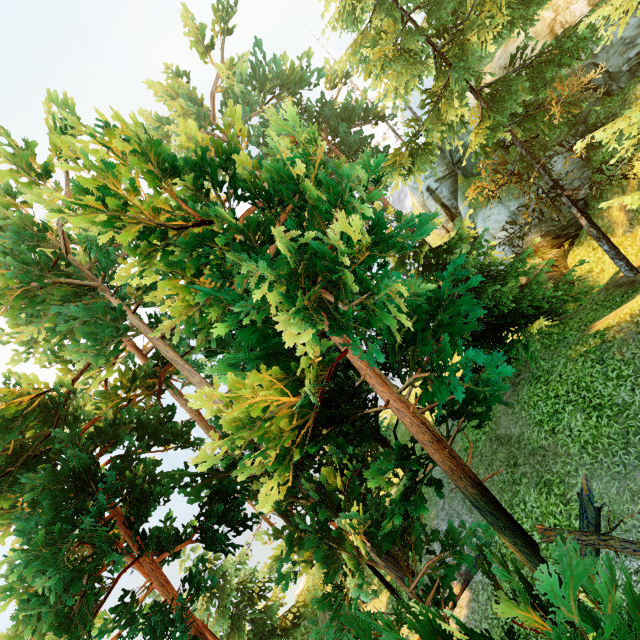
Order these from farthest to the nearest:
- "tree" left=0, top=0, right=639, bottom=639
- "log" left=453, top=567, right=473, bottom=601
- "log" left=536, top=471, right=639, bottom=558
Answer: "log" left=453, top=567, right=473, bottom=601, "log" left=536, top=471, right=639, bottom=558, "tree" left=0, top=0, right=639, bottom=639

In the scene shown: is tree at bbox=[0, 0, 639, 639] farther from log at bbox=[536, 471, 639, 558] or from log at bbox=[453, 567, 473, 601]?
log at bbox=[453, 567, 473, 601]

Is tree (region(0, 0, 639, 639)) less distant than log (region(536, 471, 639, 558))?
Yes

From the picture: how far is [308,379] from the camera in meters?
4.4 m

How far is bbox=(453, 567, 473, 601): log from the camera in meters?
10.0 m

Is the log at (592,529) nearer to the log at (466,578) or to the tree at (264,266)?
the tree at (264,266)

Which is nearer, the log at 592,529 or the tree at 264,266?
the tree at 264,266
